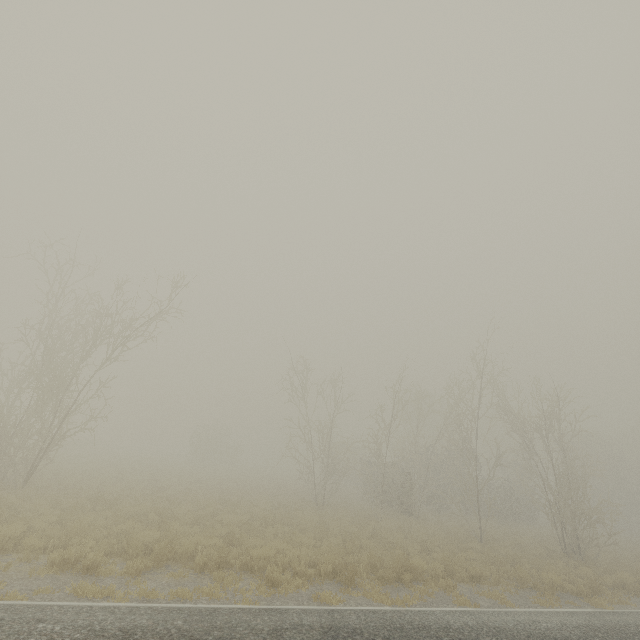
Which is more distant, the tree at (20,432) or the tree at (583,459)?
the tree at (583,459)

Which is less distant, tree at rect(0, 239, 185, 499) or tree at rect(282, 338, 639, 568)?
tree at rect(0, 239, 185, 499)

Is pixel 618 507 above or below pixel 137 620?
above
